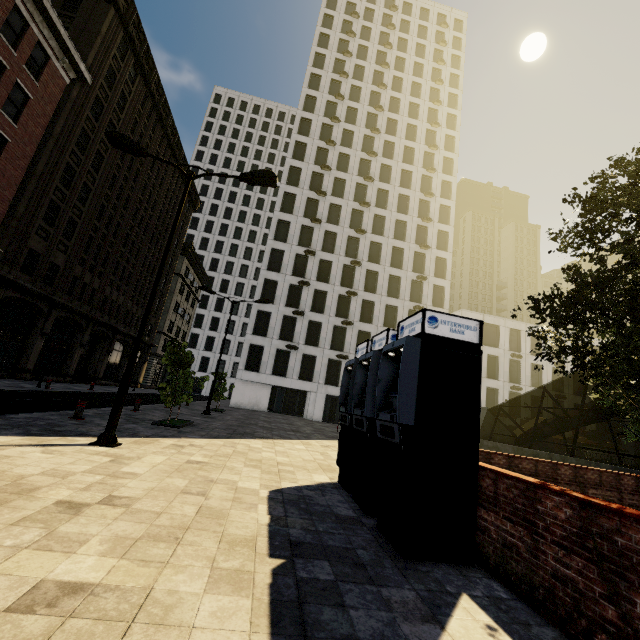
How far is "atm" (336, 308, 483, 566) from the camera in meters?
4.2

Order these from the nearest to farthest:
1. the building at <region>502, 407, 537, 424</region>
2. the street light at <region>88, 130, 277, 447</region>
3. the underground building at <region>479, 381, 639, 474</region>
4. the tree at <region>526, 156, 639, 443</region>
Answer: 1. the tree at <region>526, 156, 639, 443</region>
2. the street light at <region>88, 130, 277, 447</region>
3. the underground building at <region>479, 381, 639, 474</region>
4. the building at <region>502, 407, 537, 424</region>

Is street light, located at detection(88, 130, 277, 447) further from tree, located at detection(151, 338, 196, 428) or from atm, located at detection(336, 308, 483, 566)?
atm, located at detection(336, 308, 483, 566)

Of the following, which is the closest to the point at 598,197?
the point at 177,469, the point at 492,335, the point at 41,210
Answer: the point at 177,469

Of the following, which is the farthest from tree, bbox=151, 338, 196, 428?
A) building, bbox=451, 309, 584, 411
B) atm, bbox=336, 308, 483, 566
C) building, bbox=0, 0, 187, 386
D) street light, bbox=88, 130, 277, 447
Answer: building, bbox=451, 309, 584, 411

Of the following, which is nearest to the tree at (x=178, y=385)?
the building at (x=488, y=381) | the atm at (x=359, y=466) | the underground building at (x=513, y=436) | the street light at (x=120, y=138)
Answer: the underground building at (x=513, y=436)

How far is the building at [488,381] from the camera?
38.94m

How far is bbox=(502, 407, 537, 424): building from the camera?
38.4m
